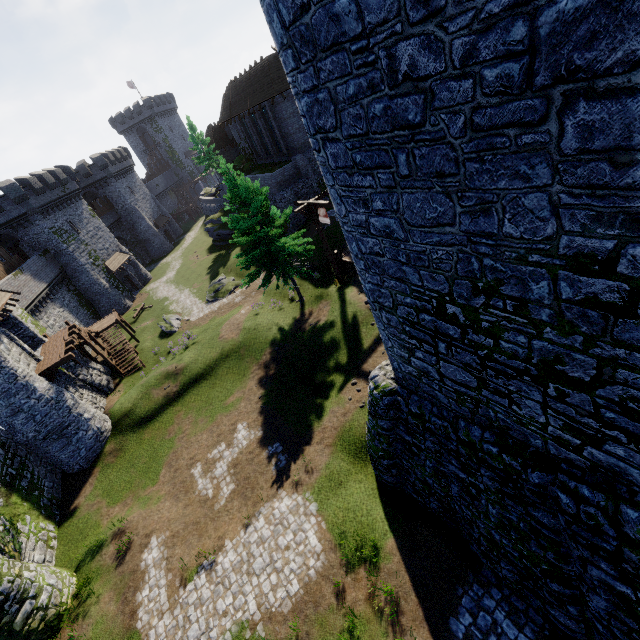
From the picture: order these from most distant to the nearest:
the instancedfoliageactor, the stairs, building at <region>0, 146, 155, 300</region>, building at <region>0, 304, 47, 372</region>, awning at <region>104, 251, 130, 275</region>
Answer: awning at <region>104, 251, 130, 275</region>
building at <region>0, 146, 155, 300</region>
the stairs
the instancedfoliageactor
building at <region>0, 304, 47, 372</region>

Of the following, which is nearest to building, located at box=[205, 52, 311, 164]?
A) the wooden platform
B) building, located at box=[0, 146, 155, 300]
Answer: building, located at box=[0, 146, 155, 300]

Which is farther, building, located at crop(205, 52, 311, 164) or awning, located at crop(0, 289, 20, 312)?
building, located at crop(205, 52, 311, 164)

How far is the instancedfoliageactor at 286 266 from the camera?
19.6 meters

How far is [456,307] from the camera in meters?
5.3

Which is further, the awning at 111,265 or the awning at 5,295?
the awning at 111,265

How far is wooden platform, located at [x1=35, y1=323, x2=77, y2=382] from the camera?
19.8m

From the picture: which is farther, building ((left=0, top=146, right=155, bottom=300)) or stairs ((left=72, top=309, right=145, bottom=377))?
building ((left=0, top=146, right=155, bottom=300))
